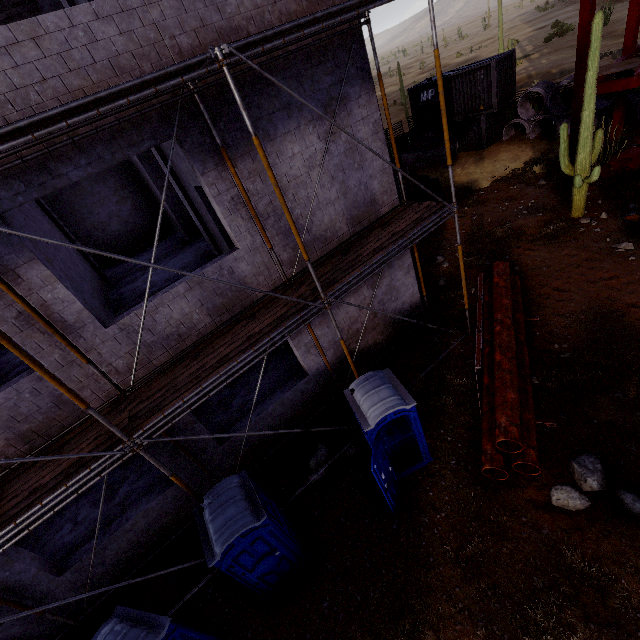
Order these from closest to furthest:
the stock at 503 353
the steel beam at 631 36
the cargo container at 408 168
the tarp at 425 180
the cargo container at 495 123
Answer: the stock at 503 353 < the steel beam at 631 36 < the cargo container at 408 168 < the tarp at 425 180 < the cargo container at 495 123

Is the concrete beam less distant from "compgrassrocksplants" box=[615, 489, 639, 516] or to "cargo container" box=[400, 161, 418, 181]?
"cargo container" box=[400, 161, 418, 181]

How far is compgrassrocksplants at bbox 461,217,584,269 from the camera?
12.3 meters

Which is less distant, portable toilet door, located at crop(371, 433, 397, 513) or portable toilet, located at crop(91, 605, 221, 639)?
portable toilet, located at crop(91, 605, 221, 639)

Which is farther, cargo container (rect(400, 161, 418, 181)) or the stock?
cargo container (rect(400, 161, 418, 181))

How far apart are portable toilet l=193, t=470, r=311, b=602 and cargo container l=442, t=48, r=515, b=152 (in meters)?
23.81

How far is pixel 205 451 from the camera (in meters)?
7.85

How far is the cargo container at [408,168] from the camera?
17.3m
